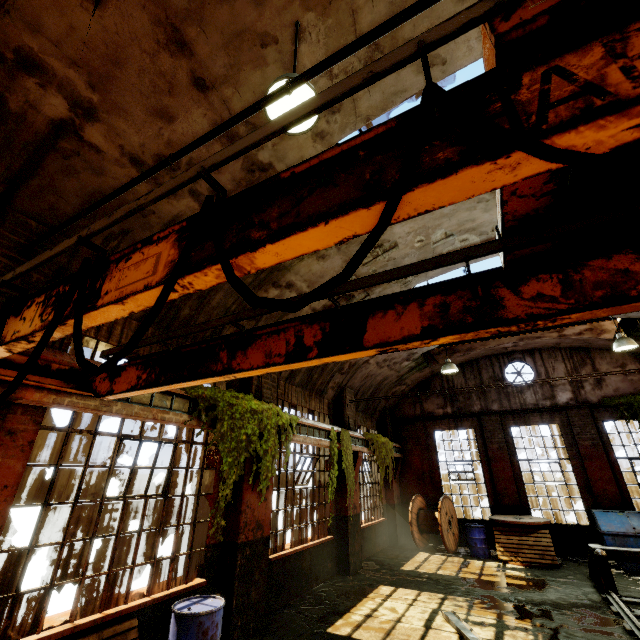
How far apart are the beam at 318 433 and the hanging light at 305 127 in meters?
5.8

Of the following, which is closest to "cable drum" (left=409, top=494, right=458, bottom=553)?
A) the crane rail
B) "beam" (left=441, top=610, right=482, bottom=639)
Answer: "beam" (left=441, top=610, right=482, bottom=639)

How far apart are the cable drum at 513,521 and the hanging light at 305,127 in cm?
1326

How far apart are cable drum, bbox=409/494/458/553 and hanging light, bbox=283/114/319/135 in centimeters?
1384cm

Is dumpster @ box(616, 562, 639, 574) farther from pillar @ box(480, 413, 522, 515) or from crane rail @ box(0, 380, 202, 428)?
crane rail @ box(0, 380, 202, 428)

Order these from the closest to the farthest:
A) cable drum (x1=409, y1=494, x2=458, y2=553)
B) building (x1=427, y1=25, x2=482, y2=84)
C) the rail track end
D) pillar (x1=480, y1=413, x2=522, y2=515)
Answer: building (x1=427, y1=25, x2=482, y2=84) → the rail track end → cable drum (x1=409, y1=494, x2=458, y2=553) → pillar (x1=480, y1=413, x2=522, y2=515)

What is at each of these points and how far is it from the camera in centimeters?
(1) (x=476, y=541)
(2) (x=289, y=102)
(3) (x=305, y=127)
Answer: (1) barrel, 1144cm
(2) hanging light, 308cm
(3) hanging light, 331cm

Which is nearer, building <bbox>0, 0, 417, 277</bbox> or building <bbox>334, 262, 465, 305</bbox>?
building <bbox>0, 0, 417, 277</bbox>
